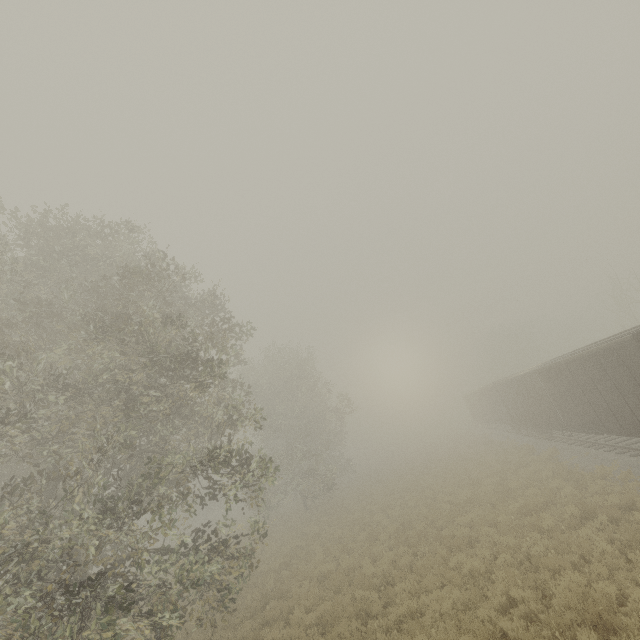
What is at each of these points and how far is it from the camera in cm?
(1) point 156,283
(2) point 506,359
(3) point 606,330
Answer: (1) tree, 1393
(2) tree, 5522
(3) tree, 5862

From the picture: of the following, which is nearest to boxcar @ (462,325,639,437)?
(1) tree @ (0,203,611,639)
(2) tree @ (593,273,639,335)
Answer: (2) tree @ (593,273,639,335)

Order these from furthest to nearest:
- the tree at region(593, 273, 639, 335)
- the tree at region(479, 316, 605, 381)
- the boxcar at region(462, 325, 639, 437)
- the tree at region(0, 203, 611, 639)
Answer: the tree at region(479, 316, 605, 381) < the tree at region(593, 273, 639, 335) < the boxcar at region(462, 325, 639, 437) < the tree at region(0, 203, 611, 639)

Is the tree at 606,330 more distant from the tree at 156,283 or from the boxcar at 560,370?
the tree at 156,283

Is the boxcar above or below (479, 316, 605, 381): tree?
below
